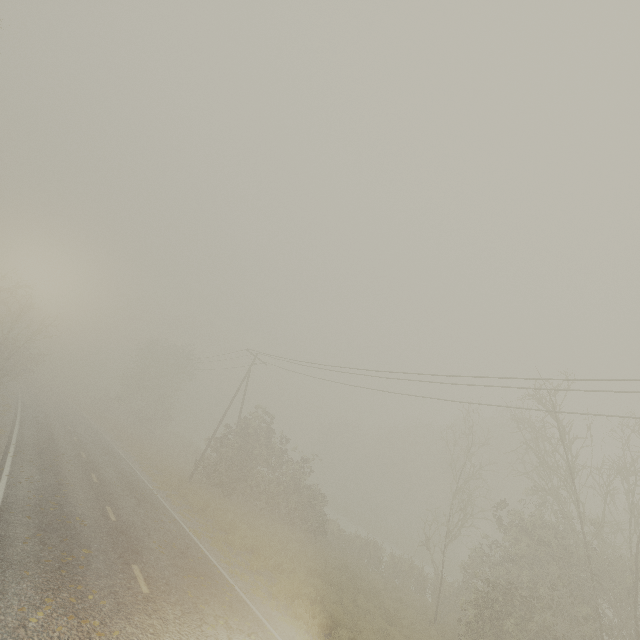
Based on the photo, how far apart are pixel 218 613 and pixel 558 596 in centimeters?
1346cm

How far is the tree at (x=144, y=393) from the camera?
46.12m

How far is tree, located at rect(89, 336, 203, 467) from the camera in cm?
4612

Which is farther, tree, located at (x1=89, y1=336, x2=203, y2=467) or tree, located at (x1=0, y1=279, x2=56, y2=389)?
tree, located at (x1=89, y1=336, x2=203, y2=467)

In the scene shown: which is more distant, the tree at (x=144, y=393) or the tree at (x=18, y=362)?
the tree at (x=144, y=393)
